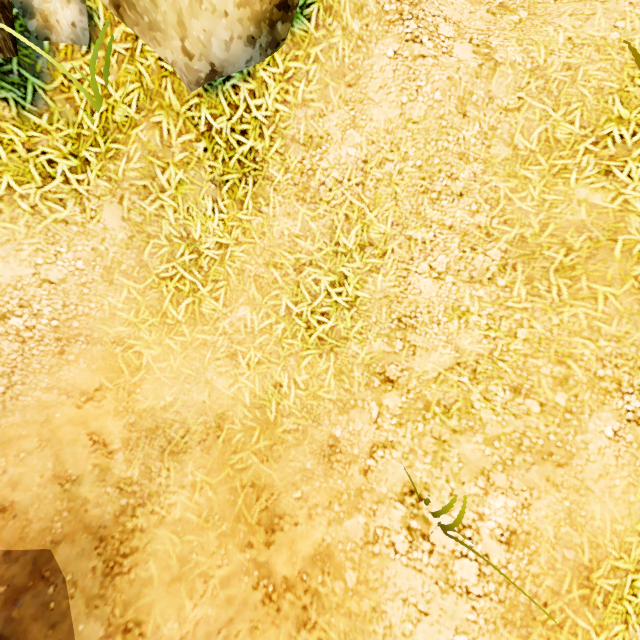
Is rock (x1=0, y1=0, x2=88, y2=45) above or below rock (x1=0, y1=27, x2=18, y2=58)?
above

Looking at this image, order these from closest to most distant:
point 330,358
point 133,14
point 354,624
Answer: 1. point 354,624
2. point 133,14
3. point 330,358

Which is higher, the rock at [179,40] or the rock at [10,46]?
the rock at [179,40]
